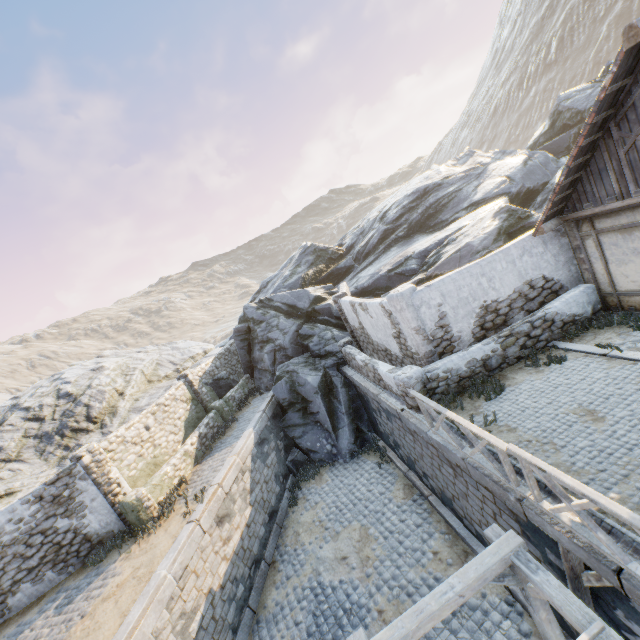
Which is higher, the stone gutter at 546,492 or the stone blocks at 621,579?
the stone gutter at 546,492

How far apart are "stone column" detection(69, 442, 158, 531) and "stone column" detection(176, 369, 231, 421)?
5.0m

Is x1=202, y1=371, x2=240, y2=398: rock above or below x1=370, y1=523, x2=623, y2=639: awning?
above

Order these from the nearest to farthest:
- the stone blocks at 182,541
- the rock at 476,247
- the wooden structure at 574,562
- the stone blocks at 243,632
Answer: the wooden structure at 574,562 < the stone blocks at 182,541 < the stone blocks at 243,632 < the rock at 476,247

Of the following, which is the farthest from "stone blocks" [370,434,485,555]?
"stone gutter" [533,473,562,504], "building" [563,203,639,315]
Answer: "building" [563,203,639,315]

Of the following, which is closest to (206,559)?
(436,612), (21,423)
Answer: (436,612)

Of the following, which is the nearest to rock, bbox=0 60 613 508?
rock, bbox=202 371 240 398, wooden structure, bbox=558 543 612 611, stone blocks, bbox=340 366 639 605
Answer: stone blocks, bbox=340 366 639 605

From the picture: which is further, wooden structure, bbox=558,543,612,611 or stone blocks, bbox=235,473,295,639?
stone blocks, bbox=235,473,295,639
